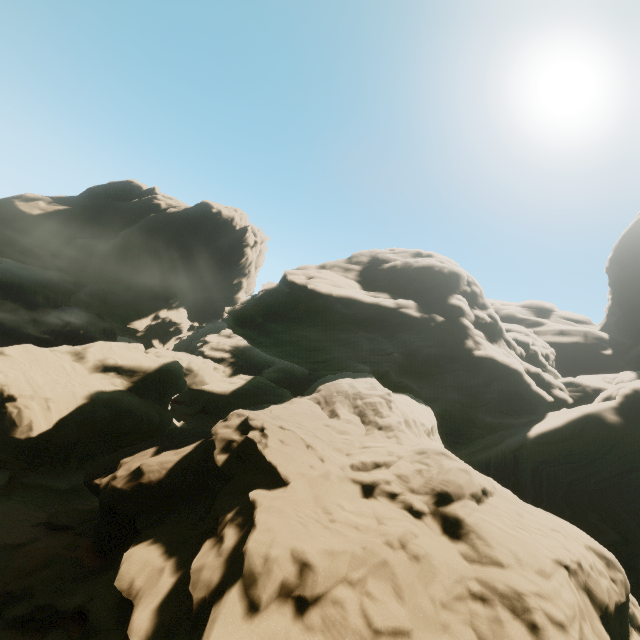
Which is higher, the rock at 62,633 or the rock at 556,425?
the rock at 556,425

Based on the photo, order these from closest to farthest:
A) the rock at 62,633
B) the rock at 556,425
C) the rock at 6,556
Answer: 1. the rock at 556,425
2. the rock at 62,633
3. the rock at 6,556

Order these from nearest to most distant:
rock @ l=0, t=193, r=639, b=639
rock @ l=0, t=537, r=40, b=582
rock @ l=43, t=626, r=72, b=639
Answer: rock @ l=0, t=193, r=639, b=639 → rock @ l=43, t=626, r=72, b=639 → rock @ l=0, t=537, r=40, b=582

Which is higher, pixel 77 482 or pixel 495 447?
pixel 495 447

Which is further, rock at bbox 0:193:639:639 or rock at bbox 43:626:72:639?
rock at bbox 43:626:72:639

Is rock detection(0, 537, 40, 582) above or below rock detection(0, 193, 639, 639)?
below
